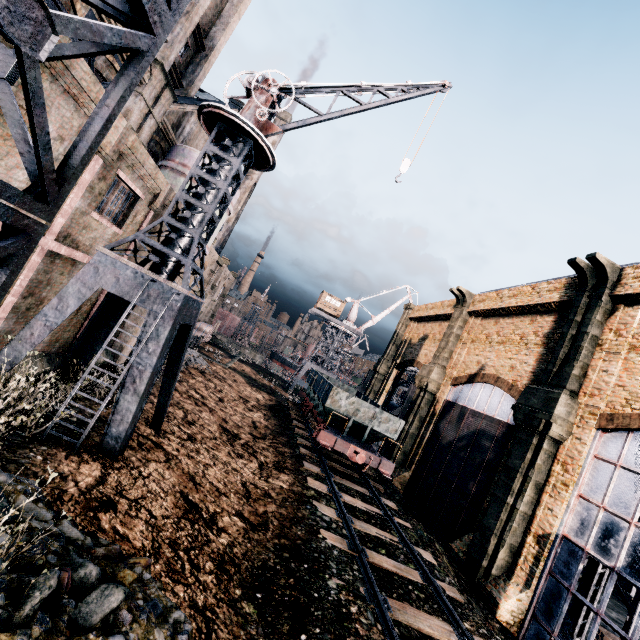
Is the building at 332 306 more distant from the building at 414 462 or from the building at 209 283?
the building at 209 283

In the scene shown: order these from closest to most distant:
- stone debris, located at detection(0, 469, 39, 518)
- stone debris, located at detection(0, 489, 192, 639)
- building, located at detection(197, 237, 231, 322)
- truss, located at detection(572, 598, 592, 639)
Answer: stone debris, located at detection(0, 489, 192, 639) → stone debris, located at detection(0, 469, 39, 518) → truss, located at detection(572, 598, 592, 639) → building, located at detection(197, 237, 231, 322)

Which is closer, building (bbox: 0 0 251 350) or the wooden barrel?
building (bbox: 0 0 251 350)

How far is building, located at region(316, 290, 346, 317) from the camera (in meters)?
57.97

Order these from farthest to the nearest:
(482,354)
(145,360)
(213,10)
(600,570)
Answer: (482,354), (213,10), (600,570), (145,360)

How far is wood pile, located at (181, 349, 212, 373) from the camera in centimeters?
2994cm

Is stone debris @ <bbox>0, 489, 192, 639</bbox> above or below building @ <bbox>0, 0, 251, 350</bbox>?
below

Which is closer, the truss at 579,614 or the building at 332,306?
the truss at 579,614
